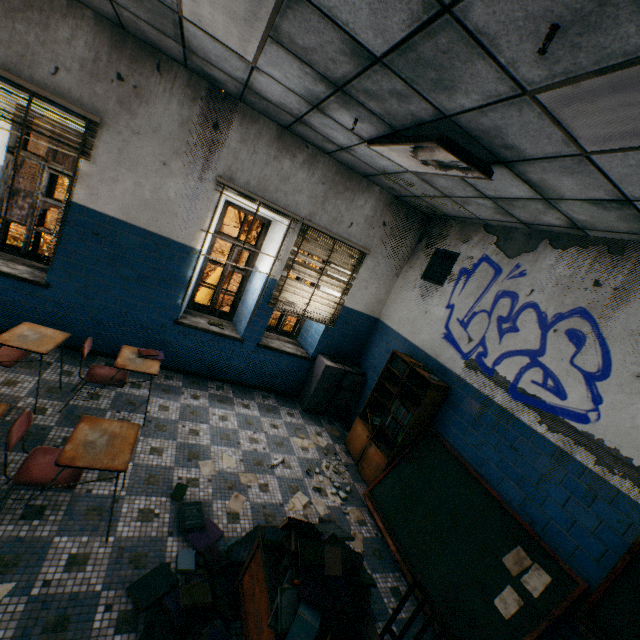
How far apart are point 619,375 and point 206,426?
4.5m

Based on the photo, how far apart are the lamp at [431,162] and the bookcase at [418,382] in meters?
2.4 m

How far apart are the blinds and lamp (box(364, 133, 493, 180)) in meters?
1.6 m

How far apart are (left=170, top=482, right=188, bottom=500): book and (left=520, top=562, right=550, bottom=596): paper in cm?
207

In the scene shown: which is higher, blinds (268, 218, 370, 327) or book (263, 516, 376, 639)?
blinds (268, 218, 370, 327)

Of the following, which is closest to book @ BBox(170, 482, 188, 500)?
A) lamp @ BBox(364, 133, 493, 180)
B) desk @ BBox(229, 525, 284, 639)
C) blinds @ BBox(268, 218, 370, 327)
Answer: desk @ BBox(229, 525, 284, 639)

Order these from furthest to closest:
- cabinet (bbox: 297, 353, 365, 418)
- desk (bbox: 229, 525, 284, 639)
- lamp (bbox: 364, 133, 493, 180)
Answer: cabinet (bbox: 297, 353, 365, 418)
lamp (bbox: 364, 133, 493, 180)
desk (bbox: 229, 525, 284, 639)

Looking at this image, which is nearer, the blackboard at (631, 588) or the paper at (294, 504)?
the blackboard at (631, 588)
